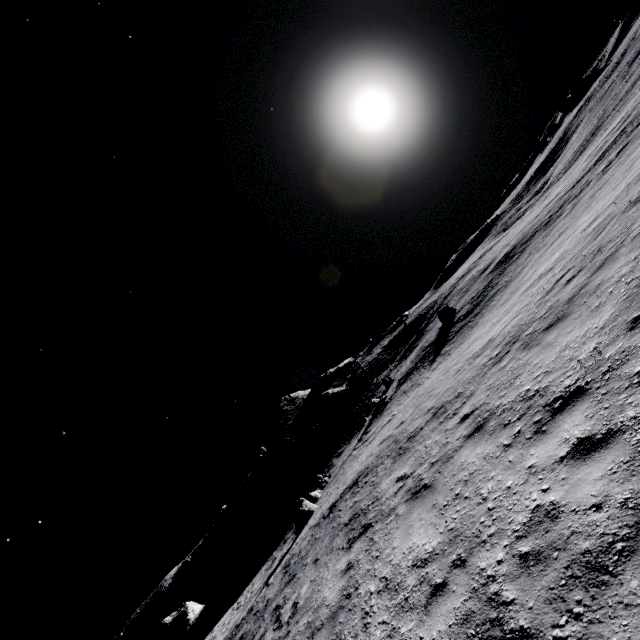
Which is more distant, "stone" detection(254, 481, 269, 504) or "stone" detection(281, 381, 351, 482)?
"stone" detection(254, 481, 269, 504)

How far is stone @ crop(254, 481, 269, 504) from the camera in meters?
56.7

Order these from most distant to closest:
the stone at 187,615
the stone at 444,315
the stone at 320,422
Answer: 1. the stone at 320,422
2. the stone at 187,615
3. the stone at 444,315

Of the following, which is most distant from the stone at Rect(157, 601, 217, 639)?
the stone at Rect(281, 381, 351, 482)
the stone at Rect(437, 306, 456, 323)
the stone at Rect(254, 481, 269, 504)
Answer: the stone at Rect(437, 306, 456, 323)

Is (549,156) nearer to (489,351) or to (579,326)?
(489,351)

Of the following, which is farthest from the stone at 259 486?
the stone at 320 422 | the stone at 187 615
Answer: the stone at 187 615

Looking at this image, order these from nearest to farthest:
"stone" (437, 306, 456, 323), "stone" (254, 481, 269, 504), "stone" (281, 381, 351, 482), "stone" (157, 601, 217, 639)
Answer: "stone" (437, 306, 456, 323) → "stone" (157, 601, 217, 639) → "stone" (281, 381, 351, 482) → "stone" (254, 481, 269, 504)

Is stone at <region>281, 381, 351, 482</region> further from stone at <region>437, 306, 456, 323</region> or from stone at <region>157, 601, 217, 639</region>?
stone at <region>437, 306, 456, 323</region>
